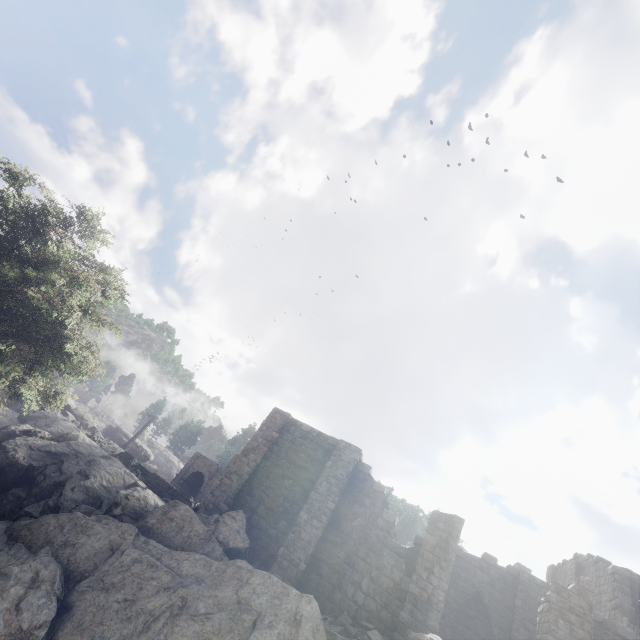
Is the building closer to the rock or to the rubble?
the rubble

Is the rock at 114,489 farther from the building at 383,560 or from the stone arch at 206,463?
the stone arch at 206,463

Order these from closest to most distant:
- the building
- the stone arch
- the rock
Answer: the rock, the building, the stone arch

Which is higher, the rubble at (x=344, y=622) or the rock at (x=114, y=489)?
the rubble at (x=344, y=622)

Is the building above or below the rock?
above

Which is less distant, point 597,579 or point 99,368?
point 99,368

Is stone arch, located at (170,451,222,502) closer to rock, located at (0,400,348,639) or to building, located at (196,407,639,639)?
rock, located at (0,400,348,639)

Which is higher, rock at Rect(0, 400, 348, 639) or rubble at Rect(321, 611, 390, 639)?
rubble at Rect(321, 611, 390, 639)
